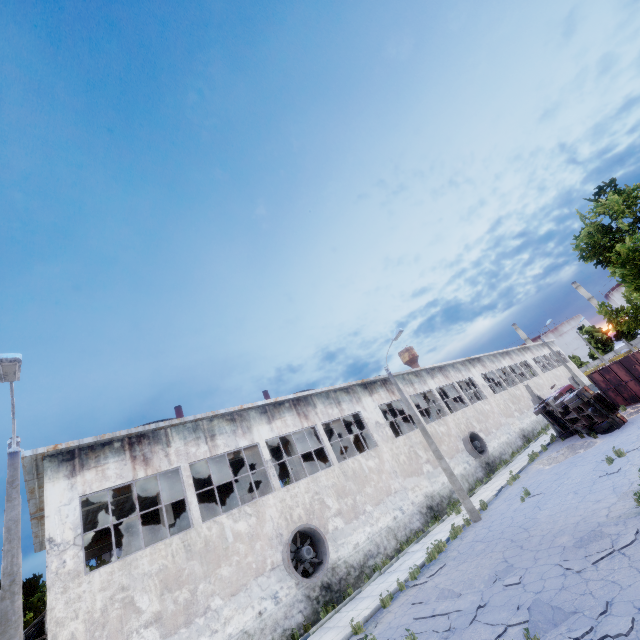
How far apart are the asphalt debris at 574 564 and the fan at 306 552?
9.72m

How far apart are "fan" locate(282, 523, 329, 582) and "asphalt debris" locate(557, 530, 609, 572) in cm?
972

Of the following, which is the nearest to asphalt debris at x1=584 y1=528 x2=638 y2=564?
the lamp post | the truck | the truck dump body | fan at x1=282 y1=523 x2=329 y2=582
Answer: fan at x1=282 y1=523 x2=329 y2=582

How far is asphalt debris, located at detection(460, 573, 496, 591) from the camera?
9.40m

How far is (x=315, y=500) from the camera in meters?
17.0

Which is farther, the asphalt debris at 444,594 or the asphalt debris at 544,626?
the asphalt debris at 444,594

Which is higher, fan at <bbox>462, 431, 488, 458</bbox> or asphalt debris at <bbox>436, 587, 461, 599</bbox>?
fan at <bbox>462, 431, 488, 458</bbox>

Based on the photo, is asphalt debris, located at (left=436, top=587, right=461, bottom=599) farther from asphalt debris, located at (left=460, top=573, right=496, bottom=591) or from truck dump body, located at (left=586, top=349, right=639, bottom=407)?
truck dump body, located at (left=586, top=349, right=639, bottom=407)
